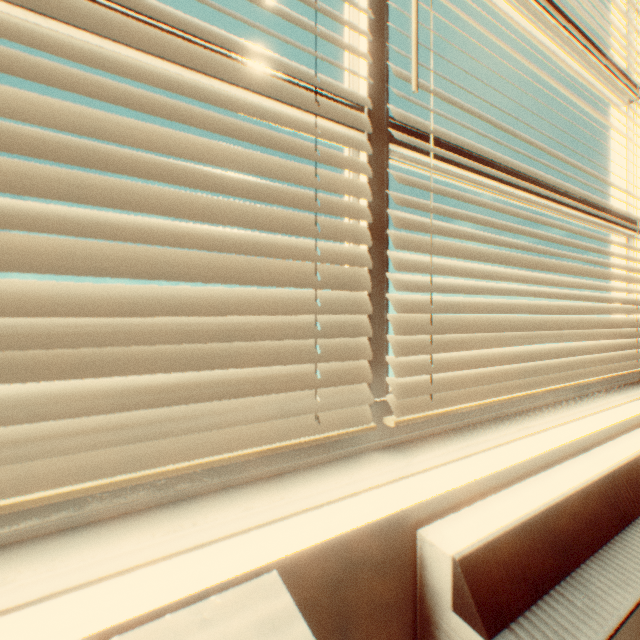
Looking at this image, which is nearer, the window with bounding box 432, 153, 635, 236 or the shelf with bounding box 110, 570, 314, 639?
the shelf with bounding box 110, 570, 314, 639

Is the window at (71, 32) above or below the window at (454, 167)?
below

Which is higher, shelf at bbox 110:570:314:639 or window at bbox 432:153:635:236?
window at bbox 432:153:635:236

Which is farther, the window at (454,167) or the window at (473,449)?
the window at (454,167)

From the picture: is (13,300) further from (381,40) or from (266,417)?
(381,40)

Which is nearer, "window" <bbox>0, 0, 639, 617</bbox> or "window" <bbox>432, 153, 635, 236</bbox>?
"window" <bbox>0, 0, 639, 617</bbox>

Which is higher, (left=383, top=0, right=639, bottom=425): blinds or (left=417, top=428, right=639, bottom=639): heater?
(left=383, top=0, right=639, bottom=425): blinds

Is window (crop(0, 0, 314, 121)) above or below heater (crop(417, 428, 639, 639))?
above
